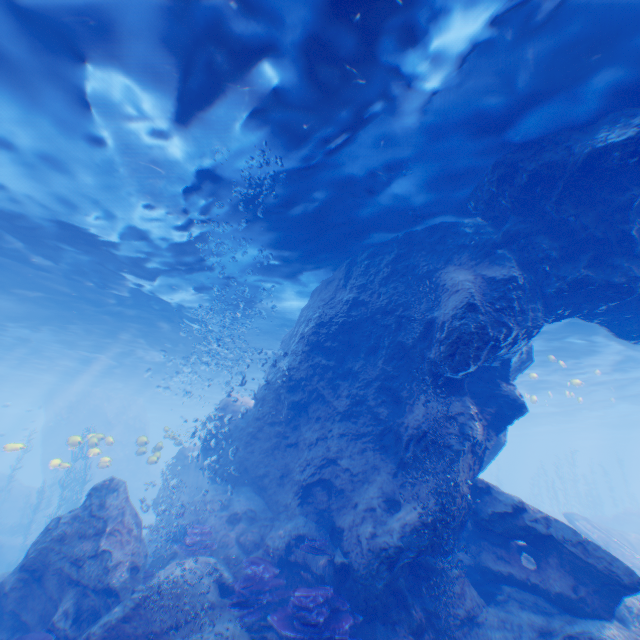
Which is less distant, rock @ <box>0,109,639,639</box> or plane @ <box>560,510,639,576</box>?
rock @ <box>0,109,639,639</box>

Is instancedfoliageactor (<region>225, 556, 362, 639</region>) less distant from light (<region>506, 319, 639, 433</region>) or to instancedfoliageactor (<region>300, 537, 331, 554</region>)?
instancedfoliageactor (<region>300, 537, 331, 554</region>)

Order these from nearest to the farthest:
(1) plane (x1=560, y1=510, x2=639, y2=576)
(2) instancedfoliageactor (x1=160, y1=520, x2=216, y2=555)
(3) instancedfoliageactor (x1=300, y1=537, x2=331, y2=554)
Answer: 1. (3) instancedfoliageactor (x1=300, y1=537, x2=331, y2=554)
2. (2) instancedfoliageactor (x1=160, y1=520, x2=216, y2=555)
3. (1) plane (x1=560, y1=510, x2=639, y2=576)

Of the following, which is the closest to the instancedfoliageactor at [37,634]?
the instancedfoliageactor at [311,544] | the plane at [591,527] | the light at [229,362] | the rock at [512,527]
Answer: the rock at [512,527]

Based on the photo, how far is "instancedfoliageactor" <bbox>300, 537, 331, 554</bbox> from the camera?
8.55m

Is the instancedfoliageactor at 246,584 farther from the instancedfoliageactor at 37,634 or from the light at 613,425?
the light at 613,425

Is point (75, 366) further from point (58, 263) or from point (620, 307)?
point (620, 307)

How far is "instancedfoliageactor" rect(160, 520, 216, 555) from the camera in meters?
9.7
